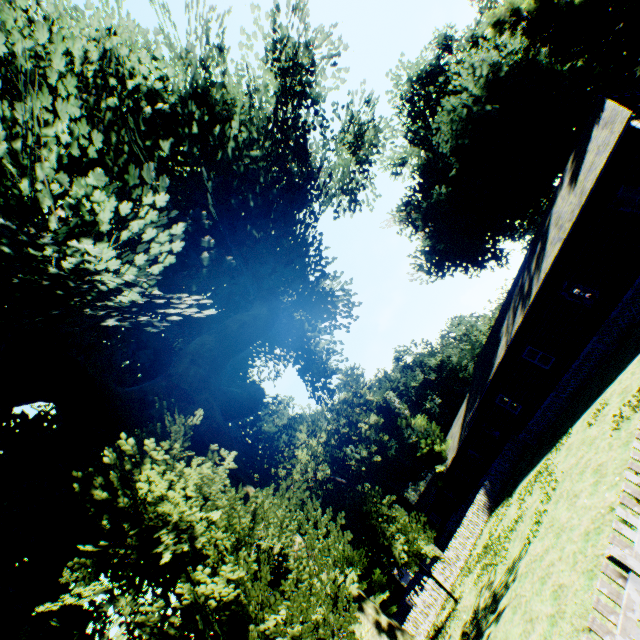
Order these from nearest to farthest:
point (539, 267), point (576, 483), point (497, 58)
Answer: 1. point (576, 483)
2. point (539, 267)
3. point (497, 58)

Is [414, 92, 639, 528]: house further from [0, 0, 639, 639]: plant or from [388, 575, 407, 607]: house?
[388, 575, 407, 607]: house

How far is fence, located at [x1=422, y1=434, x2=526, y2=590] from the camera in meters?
21.1

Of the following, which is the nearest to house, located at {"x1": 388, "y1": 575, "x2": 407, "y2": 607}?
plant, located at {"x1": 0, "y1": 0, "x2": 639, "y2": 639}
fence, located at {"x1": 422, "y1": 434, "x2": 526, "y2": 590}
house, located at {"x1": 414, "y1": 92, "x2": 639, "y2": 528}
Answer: fence, located at {"x1": 422, "y1": 434, "x2": 526, "y2": 590}

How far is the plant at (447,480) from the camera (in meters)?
36.91

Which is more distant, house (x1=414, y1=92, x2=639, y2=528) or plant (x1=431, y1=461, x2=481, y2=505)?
plant (x1=431, y1=461, x2=481, y2=505)

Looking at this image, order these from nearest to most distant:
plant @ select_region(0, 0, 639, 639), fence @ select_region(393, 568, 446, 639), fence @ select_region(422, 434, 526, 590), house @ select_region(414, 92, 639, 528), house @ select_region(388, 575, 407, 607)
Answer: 1. plant @ select_region(0, 0, 639, 639)
2. house @ select_region(414, 92, 639, 528)
3. fence @ select_region(393, 568, 446, 639)
4. fence @ select_region(422, 434, 526, 590)
5. house @ select_region(388, 575, 407, 607)

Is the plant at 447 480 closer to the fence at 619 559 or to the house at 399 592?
the fence at 619 559
